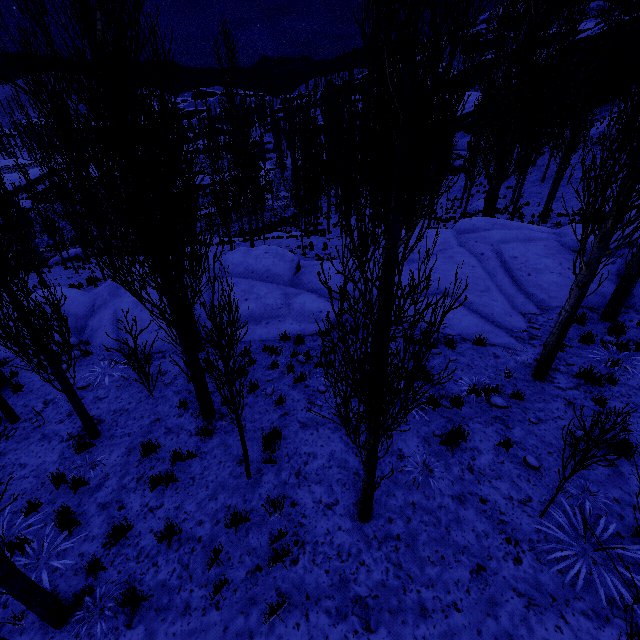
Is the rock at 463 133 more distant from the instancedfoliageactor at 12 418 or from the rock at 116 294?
the rock at 116 294

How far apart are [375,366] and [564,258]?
12.4m

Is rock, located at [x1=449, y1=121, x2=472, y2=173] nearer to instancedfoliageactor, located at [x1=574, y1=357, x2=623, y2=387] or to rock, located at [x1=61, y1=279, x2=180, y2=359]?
instancedfoliageactor, located at [x1=574, y1=357, x2=623, y2=387]

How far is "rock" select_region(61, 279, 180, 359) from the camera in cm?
1055

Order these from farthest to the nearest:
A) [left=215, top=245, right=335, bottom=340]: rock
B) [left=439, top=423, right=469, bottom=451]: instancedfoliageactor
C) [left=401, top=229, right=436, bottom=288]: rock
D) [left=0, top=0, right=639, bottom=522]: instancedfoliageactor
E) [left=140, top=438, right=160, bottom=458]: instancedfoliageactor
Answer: [left=401, top=229, right=436, bottom=288]: rock
[left=215, top=245, right=335, bottom=340]: rock
[left=140, top=438, right=160, bottom=458]: instancedfoliageactor
[left=439, top=423, right=469, bottom=451]: instancedfoliageactor
[left=0, top=0, right=639, bottom=522]: instancedfoliageactor
